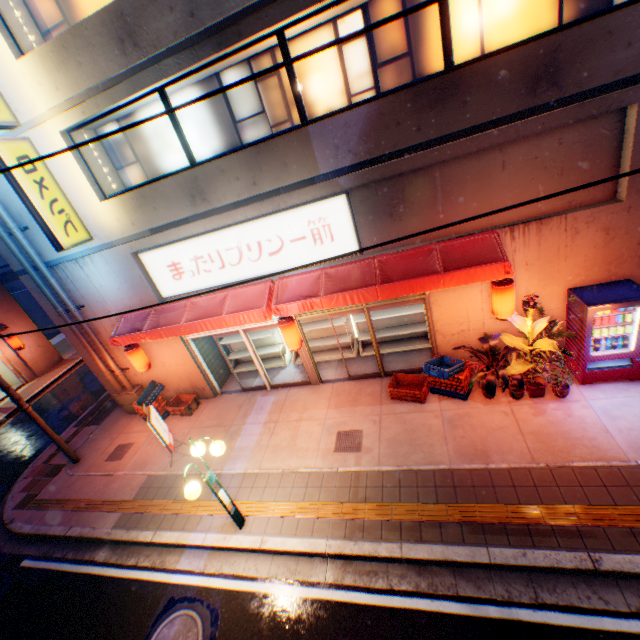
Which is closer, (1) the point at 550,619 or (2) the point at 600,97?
(1) the point at 550,619

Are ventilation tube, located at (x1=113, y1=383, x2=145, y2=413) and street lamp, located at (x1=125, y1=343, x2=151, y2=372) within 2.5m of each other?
yes

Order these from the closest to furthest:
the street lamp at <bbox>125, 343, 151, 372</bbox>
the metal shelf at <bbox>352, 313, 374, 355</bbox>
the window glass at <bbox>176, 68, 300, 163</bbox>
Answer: the window glass at <bbox>176, 68, 300, 163</bbox> → the street lamp at <bbox>125, 343, 151, 372</bbox> → the metal shelf at <bbox>352, 313, 374, 355</bbox>

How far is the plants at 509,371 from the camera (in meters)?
6.68

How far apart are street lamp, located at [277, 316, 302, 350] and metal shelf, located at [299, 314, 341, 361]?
1.7 meters

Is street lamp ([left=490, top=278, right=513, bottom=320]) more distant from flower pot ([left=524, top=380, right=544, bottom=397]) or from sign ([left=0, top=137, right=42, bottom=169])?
sign ([left=0, top=137, right=42, bottom=169])

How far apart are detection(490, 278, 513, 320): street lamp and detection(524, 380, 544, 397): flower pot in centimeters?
160cm

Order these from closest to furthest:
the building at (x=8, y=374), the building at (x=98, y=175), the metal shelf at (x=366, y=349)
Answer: the building at (x=98, y=175), the metal shelf at (x=366, y=349), the building at (x=8, y=374)
